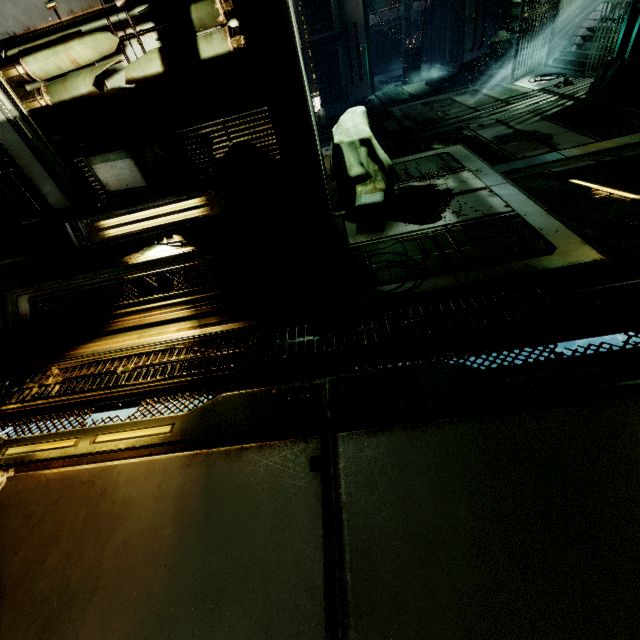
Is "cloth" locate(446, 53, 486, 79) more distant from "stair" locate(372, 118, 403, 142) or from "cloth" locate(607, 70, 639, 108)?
"cloth" locate(607, 70, 639, 108)

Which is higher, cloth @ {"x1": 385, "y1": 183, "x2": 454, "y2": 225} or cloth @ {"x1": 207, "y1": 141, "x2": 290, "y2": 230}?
cloth @ {"x1": 207, "y1": 141, "x2": 290, "y2": 230}

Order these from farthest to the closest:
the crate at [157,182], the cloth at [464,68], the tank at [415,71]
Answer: the tank at [415,71]
the cloth at [464,68]
the crate at [157,182]

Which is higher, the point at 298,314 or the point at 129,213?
the point at 129,213

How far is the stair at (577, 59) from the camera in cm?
907

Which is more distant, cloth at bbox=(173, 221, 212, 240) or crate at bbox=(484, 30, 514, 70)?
crate at bbox=(484, 30, 514, 70)

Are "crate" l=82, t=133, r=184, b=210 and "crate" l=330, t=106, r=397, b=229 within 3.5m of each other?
yes

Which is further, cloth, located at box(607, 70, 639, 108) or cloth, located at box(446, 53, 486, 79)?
cloth, located at box(446, 53, 486, 79)
